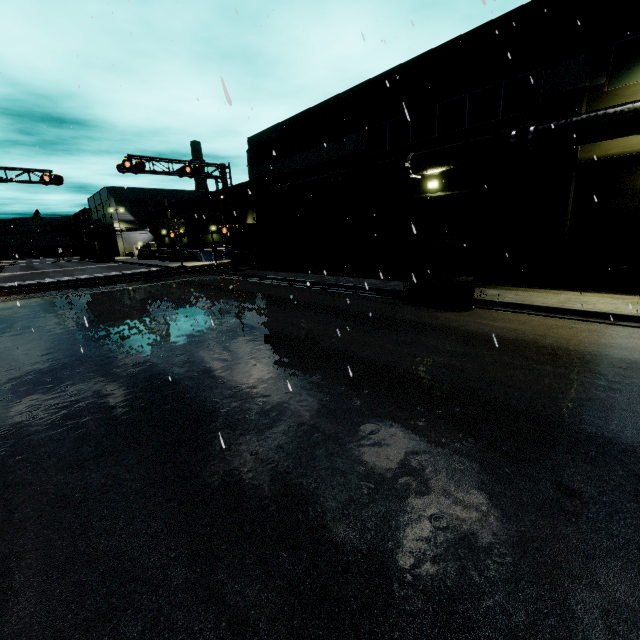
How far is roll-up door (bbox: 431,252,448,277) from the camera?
17.4 meters

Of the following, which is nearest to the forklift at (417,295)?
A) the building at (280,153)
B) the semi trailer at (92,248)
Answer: the building at (280,153)

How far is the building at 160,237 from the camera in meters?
53.2

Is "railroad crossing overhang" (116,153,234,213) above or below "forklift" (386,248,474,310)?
above

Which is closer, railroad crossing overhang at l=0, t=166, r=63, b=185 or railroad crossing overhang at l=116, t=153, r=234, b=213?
railroad crossing overhang at l=116, t=153, r=234, b=213

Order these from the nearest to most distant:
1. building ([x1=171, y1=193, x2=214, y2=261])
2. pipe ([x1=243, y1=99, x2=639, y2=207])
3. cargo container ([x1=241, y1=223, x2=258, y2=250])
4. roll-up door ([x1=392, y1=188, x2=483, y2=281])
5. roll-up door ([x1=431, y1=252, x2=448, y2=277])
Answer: pipe ([x1=243, y1=99, x2=639, y2=207]), roll-up door ([x1=392, y1=188, x2=483, y2=281]), roll-up door ([x1=431, y1=252, x2=448, y2=277]), cargo container ([x1=241, y1=223, x2=258, y2=250]), building ([x1=171, y1=193, x2=214, y2=261])

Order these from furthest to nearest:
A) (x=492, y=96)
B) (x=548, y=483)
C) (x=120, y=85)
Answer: (x=492, y=96) < (x=120, y=85) < (x=548, y=483)

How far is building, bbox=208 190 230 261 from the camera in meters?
44.7 m
